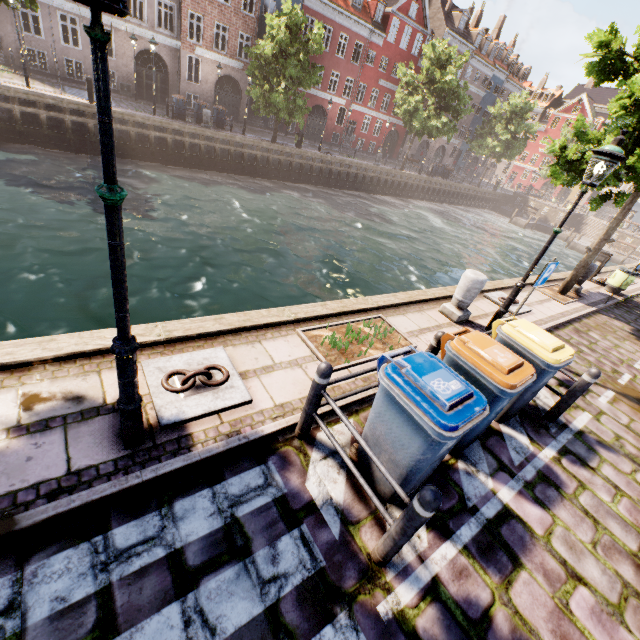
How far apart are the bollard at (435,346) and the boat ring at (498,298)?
5.04m

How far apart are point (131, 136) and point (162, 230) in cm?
1054

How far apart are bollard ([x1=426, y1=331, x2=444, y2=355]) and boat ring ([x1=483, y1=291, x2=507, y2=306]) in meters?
5.0

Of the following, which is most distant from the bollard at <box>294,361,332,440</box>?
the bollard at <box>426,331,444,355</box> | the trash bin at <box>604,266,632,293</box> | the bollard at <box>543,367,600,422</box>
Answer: the trash bin at <box>604,266,632,293</box>

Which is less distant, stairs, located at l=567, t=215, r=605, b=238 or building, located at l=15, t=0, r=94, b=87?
building, located at l=15, t=0, r=94, b=87

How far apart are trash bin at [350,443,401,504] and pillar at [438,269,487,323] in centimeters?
380cm

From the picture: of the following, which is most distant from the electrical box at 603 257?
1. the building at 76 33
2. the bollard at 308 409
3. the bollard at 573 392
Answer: the building at 76 33

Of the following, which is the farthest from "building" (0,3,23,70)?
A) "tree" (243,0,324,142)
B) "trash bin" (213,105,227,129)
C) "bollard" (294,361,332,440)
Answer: "bollard" (294,361,332,440)
